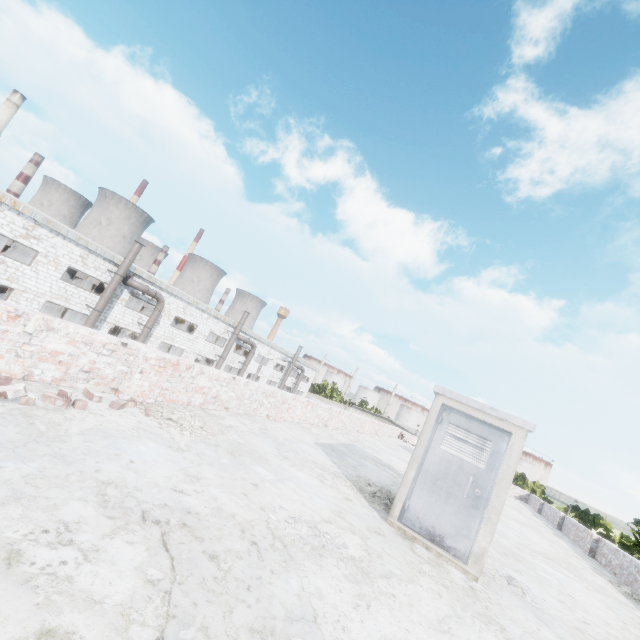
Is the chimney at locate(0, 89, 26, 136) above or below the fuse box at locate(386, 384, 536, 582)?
above

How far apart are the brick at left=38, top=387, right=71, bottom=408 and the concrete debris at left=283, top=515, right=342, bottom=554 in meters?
2.6 m

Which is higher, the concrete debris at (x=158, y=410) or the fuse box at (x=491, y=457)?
the fuse box at (x=491, y=457)

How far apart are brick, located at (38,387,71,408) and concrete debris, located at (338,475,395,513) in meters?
4.3

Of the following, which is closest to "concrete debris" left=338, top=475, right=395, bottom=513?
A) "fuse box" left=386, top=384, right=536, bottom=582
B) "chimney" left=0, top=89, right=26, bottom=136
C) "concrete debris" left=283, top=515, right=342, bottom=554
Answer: "fuse box" left=386, top=384, right=536, bottom=582

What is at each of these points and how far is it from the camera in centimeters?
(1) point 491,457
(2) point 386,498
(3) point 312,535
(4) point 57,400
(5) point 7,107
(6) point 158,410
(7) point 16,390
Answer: (1) fuse box, 482cm
(2) concrete debris, 615cm
(3) concrete debris, 345cm
(4) brick, 367cm
(5) chimney, 5756cm
(6) concrete debris, 509cm
(7) brick, 325cm

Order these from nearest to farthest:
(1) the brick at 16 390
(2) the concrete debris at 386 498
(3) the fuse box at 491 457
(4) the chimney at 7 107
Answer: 1. (1) the brick at 16 390
2. (3) the fuse box at 491 457
3. (2) the concrete debris at 386 498
4. (4) the chimney at 7 107

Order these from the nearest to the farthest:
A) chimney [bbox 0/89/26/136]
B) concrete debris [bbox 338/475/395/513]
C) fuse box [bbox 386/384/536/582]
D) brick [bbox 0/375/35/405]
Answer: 1. brick [bbox 0/375/35/405]
2. fuse box [bbox 386/384/536/582]
3. concrete debris [bbox 338/475/395/513]
4. chimney [bbox 0/89/26/136]
